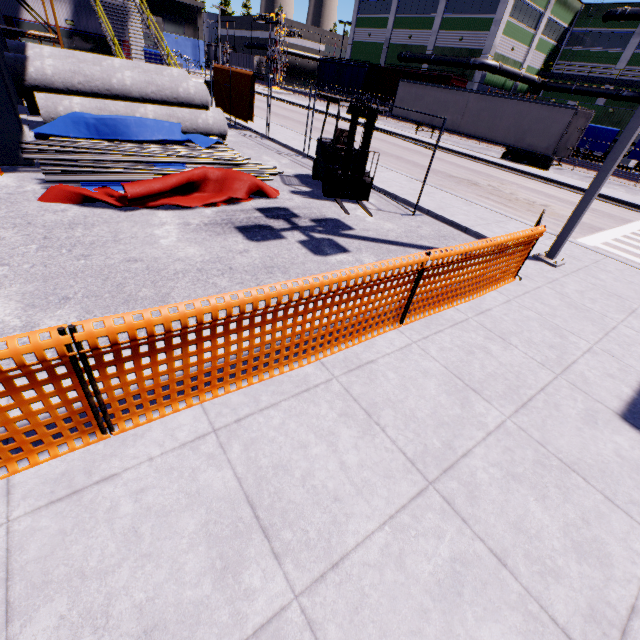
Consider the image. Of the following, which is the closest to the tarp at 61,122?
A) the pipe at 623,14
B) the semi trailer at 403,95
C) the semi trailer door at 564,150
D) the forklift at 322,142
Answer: the forklift at 322,142

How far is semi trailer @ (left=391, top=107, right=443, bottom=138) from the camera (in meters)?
26.59

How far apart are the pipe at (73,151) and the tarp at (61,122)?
0.1m

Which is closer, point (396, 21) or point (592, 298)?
point (592, 298)

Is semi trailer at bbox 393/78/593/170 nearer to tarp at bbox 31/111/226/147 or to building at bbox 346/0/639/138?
building at bbox 346/0/639/138

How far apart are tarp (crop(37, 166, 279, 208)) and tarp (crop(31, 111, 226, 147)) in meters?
2.4 m

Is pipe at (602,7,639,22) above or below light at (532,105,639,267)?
above

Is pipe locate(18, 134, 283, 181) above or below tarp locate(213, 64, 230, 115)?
below
